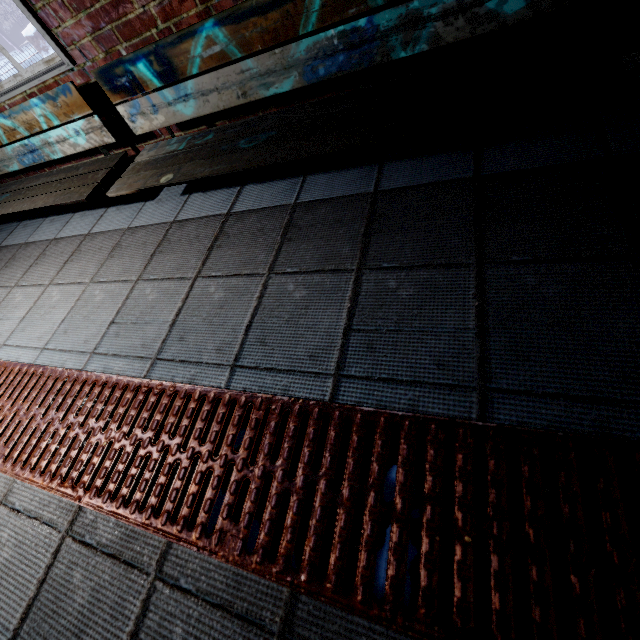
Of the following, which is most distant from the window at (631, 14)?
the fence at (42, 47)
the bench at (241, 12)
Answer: the fence at (42, 47)

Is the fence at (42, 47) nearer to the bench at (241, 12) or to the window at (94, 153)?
the window at (94, 153)

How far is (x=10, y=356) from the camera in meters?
1.5 m

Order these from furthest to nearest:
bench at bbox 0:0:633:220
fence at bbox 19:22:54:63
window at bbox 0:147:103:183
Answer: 1. fence at bbox 19:22:54:63
2. window at bbox 0:147:103:183
3. bench at bbox 0:0:633:220

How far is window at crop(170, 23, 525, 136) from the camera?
1.22m

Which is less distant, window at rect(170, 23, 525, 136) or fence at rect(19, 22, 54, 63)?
window at rect(170, 23, 525, 136)

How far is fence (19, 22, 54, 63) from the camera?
5.5m

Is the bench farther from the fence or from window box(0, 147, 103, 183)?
the fence
